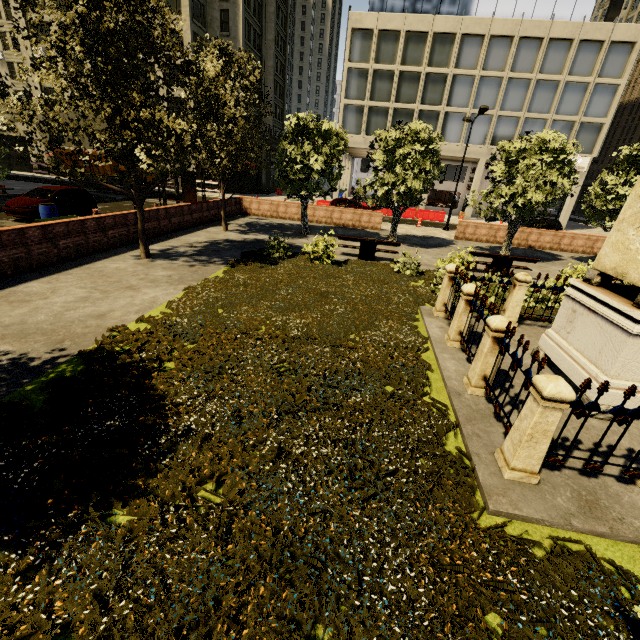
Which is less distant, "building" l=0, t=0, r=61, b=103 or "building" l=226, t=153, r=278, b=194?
"building" l=0, t=0, r=61, b=103

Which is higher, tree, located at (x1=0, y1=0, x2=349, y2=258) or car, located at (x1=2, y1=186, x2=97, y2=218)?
tree, located at (x1=0, y1=0, x2=349, y2=258)

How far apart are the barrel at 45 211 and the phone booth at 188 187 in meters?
4.5 m

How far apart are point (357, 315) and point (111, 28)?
9.3 meters

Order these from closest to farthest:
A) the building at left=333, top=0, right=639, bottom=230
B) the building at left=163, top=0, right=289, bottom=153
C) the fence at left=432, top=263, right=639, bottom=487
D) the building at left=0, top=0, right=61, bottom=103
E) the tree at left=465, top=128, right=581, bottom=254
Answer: the fence at left=432, top=263, right=639, bottom=487
the tree at left=465, top=128, right=581, bottom=254
the building at left=333, top=0, right=639, bottom=230
the building at left=163, top=0, right=289, bottom=153
the building at left=0, top=0, right=61, bottom=103

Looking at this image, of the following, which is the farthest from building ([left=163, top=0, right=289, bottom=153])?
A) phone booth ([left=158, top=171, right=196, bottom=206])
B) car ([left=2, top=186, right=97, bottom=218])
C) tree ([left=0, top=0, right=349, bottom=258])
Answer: phone booth ([left=158, top=171, right=196, bottom=206])

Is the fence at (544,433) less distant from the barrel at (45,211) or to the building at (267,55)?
the barrel at (45,211)
